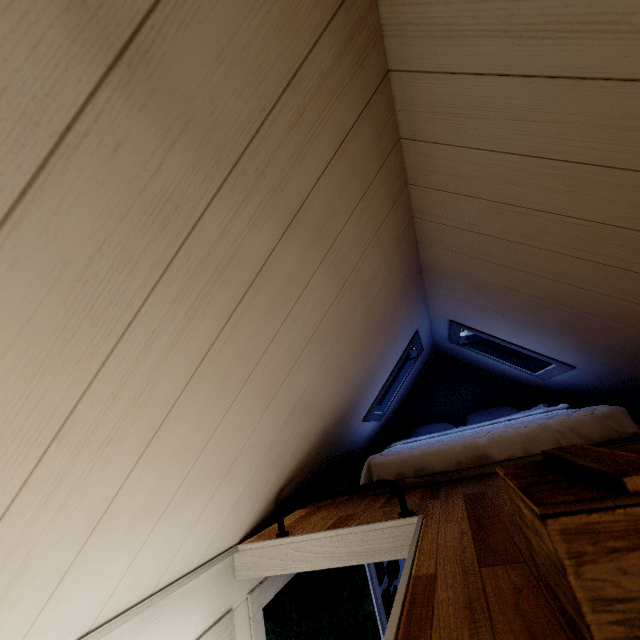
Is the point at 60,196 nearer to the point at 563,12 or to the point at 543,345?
the point at 563,12
